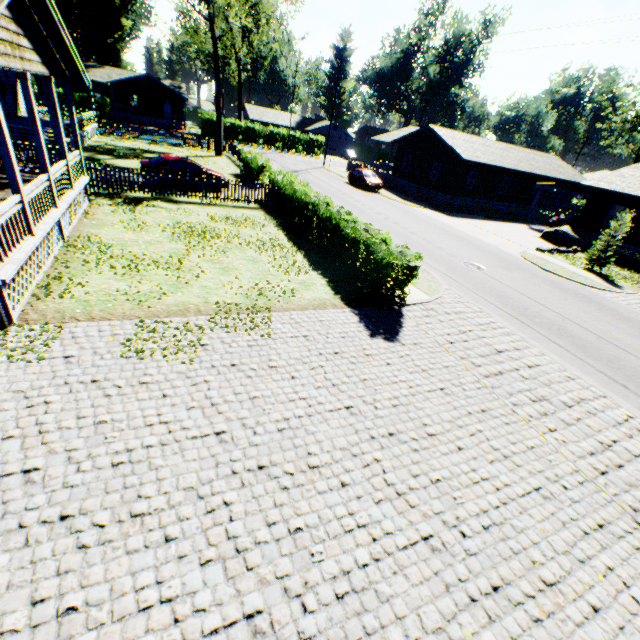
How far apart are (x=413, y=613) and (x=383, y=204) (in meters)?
27.22

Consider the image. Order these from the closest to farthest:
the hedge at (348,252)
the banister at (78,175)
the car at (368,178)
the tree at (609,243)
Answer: the hedge at (348,252), the banister at (78,175), the tree at (609,243), the car at (368,178)

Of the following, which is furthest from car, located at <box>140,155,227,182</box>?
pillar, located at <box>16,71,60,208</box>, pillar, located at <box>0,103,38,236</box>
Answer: pillar, located at <box>0,103,38,236</box>

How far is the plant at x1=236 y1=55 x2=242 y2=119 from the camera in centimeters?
5578cm

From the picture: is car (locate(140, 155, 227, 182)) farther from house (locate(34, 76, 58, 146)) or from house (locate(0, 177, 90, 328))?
house (locate(34, 76, 58, 146))

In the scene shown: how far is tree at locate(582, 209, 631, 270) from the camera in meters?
18.8 m

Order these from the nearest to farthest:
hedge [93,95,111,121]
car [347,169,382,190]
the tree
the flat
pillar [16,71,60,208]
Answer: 1. the flat
2. pillar [16,71,60,208]
3. the tree
4. car [347,169,382,190]
5. hedge [93,95,111,121]

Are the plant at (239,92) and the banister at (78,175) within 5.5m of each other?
no
